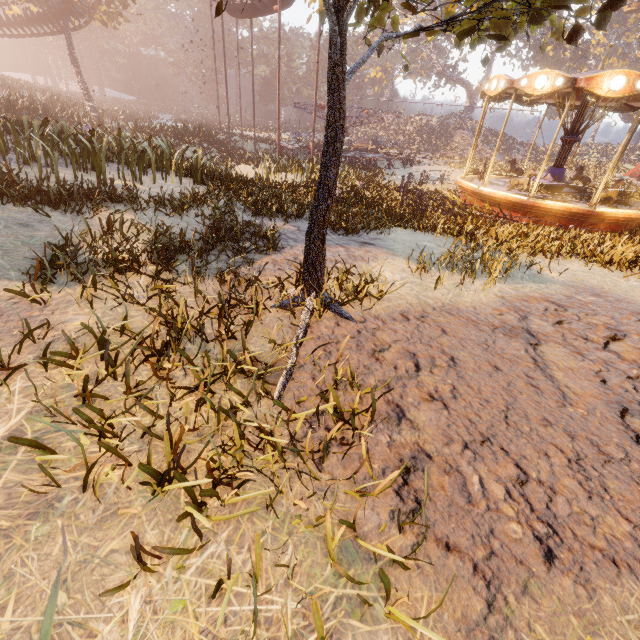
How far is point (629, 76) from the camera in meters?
9.3 m

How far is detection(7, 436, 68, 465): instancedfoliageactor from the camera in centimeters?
156cm

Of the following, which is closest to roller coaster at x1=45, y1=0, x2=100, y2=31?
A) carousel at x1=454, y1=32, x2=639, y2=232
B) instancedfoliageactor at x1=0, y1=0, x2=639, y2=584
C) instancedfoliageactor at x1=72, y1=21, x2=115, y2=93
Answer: instancedfoliageactor at x1=0, y1=0, x2=639, y2=584

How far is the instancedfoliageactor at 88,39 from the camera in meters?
52.9

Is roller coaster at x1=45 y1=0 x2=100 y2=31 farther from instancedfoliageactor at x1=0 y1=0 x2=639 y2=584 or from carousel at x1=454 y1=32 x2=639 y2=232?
carousel at x1=454 y1=32 x2=639 y2=232

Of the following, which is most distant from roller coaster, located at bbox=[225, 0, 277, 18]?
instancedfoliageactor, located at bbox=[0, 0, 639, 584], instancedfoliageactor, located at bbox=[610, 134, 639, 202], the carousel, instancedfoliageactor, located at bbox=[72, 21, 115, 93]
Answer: instancedfoliageactor, located at bbox=[610, 134, 639, 202]

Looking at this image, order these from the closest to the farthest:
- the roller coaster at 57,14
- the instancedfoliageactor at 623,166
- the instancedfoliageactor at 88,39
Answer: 1. the instancedfoliageactor at 623,166
2. the roller coaster at 57,14
3. the instancedfoliageactor at 88,39

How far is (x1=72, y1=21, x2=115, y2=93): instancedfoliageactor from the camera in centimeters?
5288cm
